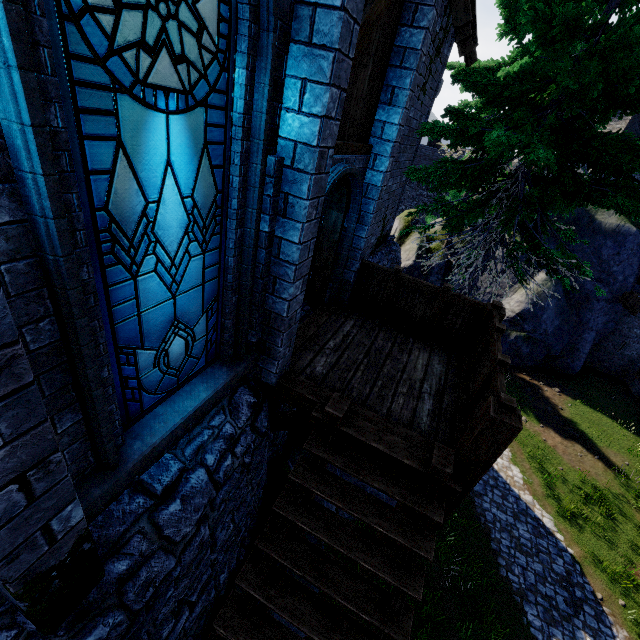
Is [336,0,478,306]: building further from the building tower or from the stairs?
the building tower

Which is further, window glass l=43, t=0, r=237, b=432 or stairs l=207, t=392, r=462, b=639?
stairs l=207, t=392, r=462, b=639

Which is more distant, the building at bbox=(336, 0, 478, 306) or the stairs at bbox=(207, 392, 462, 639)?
the building at bbox=(336, 0, 478, 306)

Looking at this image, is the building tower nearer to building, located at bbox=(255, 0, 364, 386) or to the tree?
the tree

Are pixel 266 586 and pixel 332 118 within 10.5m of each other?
yes

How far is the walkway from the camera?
3.8 meters

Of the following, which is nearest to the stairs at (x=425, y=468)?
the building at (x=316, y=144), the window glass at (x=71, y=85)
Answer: the building at (x=316, y=144)

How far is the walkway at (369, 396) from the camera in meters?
3.8 m
